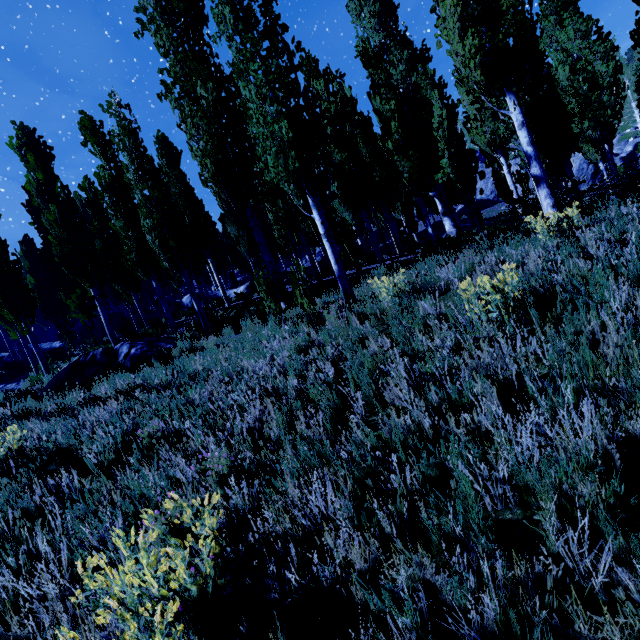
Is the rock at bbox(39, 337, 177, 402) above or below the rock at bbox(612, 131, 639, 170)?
below

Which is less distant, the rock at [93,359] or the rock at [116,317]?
the rock at [93,359]

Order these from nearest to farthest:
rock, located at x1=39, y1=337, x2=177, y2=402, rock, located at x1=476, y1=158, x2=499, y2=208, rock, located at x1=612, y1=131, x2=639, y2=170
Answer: rock, located at x1=39, y1=337, x2=177, y2=402
rock, located at x1=612, y1=131, x2=639, y2=170
rock, located at x1=476, y1=158, x2=499, y2=208

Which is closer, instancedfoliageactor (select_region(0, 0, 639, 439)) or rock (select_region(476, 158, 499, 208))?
instancedfoliageactor (select_region(0, 0, 639, 439))

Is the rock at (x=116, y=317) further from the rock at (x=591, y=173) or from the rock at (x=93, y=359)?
the rock at (x=591, y=173)

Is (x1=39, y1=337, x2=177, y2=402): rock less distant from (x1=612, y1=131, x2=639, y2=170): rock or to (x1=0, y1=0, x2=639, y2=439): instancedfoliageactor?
(x1=0, y1=0, x2=639, y2=439): instancedfoliageactor

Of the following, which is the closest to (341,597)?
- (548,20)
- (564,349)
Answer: (564,349)
